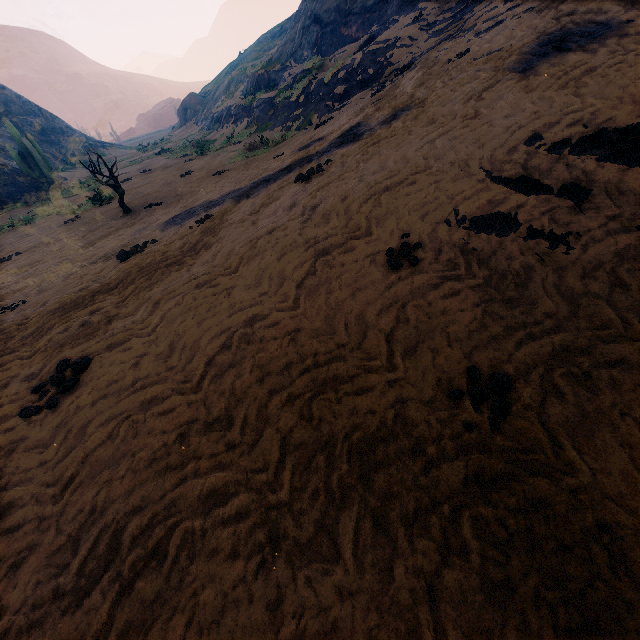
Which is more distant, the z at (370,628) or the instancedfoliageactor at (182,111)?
the instancedfoliageactor at (182,111)

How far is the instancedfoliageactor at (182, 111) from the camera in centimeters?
3800cm

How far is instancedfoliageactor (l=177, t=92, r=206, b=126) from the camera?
38.00m

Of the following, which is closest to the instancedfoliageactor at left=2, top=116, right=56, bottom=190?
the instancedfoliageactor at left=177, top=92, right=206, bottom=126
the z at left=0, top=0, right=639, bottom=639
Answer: the z at left=0, top=0, right=639, bottom=639

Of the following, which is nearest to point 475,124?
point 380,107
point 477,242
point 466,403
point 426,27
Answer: point 477,242

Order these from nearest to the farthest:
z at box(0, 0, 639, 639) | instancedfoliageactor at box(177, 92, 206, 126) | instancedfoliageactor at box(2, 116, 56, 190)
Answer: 1. z at box(0, 0, 639, 639)
2. instancedfoliageactor at box(2, 116, 56, 190)
3. instancedfoliageactor at box(177, 92, 206, 126)

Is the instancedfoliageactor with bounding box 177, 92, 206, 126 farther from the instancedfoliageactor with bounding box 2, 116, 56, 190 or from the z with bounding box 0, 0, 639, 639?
the instancedfoliageactor with bounding box 2, 116, 56, 190
